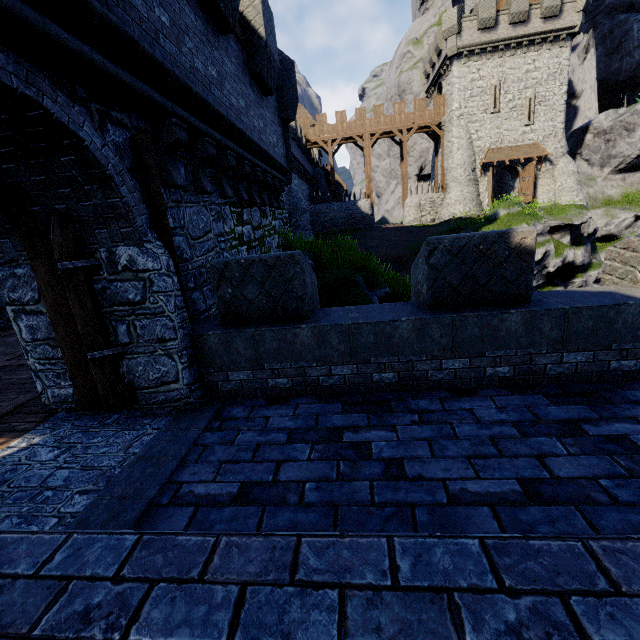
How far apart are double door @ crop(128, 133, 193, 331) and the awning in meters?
33.7 m

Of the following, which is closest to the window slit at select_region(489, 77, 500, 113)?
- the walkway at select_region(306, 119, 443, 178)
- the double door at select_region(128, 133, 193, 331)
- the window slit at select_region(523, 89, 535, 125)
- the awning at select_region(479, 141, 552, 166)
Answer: the window slit at select_region(523, 89, 535, 125)

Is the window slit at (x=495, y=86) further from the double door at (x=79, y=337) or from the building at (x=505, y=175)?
the double door at (x=79, y=337)

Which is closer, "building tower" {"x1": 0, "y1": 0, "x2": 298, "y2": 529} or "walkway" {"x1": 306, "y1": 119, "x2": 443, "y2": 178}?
"building tower" {"x1": 0, "y1": 0, "x2": 298, "y2": 529}

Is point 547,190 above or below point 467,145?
below

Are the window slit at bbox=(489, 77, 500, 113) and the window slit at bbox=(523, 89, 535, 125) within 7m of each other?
yes

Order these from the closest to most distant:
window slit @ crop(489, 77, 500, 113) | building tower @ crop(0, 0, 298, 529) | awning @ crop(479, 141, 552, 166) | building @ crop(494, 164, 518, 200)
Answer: building tower @ crop(0, 0, 298, 529) < window slit @ crop(489, 77, 500, 113) < awning @ crop(479, 141, 552, 166) < building @ crop(494, 164, 518, 200)

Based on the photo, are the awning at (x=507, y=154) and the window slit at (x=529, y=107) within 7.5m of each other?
yes
